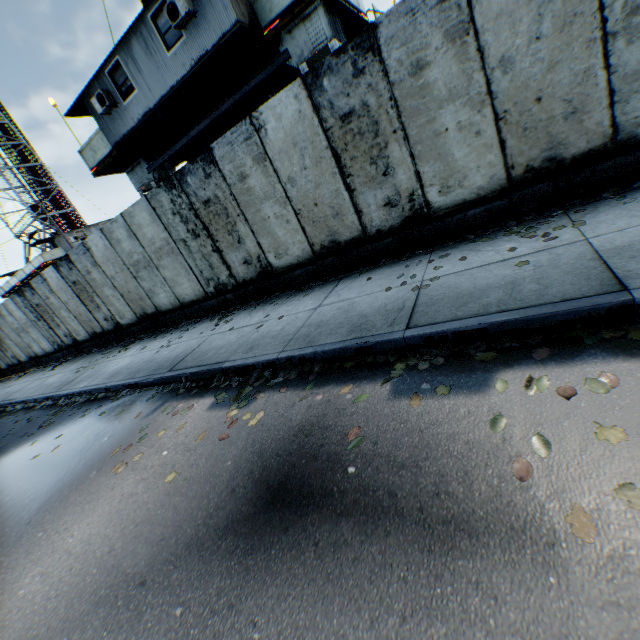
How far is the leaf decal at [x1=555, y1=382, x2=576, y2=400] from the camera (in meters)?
2.24

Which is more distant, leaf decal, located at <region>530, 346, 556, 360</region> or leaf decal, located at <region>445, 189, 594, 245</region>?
leaf decal, located at <region>445, 189, 594, 245</region>

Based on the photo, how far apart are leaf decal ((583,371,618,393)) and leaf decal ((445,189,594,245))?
1.9m

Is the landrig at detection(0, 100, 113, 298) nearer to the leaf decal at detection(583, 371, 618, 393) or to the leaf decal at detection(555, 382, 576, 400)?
the leaf decal at detection(555, 382, 576, 400)

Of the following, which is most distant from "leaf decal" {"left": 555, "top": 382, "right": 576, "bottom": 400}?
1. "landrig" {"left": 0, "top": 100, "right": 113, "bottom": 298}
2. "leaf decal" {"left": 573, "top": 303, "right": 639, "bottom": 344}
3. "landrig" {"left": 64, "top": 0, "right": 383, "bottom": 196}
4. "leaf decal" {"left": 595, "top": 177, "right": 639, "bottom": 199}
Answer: "landrig" {"left": 0, "top": 100, "right": 113, "bottom": 298}

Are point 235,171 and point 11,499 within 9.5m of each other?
yes

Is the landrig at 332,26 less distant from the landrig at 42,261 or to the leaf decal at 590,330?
the leaf decal at 590,330

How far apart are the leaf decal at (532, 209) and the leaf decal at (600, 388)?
1.9m
